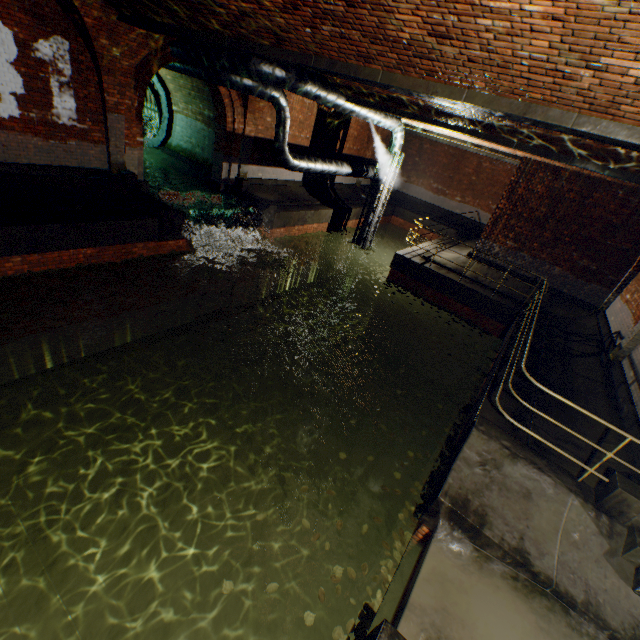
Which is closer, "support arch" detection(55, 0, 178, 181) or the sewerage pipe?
"support arch" detection(55, 0, 178, 181)

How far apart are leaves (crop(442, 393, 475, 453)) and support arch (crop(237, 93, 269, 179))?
11.4 meters

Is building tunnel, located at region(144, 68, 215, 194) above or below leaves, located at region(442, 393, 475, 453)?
above

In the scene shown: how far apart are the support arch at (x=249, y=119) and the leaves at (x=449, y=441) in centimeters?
1138cm

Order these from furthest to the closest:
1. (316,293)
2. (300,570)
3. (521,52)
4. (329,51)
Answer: (316,293)
(300,570)
(329,51)
(521,52)

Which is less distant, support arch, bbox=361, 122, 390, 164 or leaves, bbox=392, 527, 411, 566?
leaves, bbox=392, 527, 411, 566

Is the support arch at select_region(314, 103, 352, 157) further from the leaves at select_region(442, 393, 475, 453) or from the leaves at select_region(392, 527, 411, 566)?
the leaves at select_region(392, 527, 411, 566)

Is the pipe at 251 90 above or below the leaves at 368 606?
above
